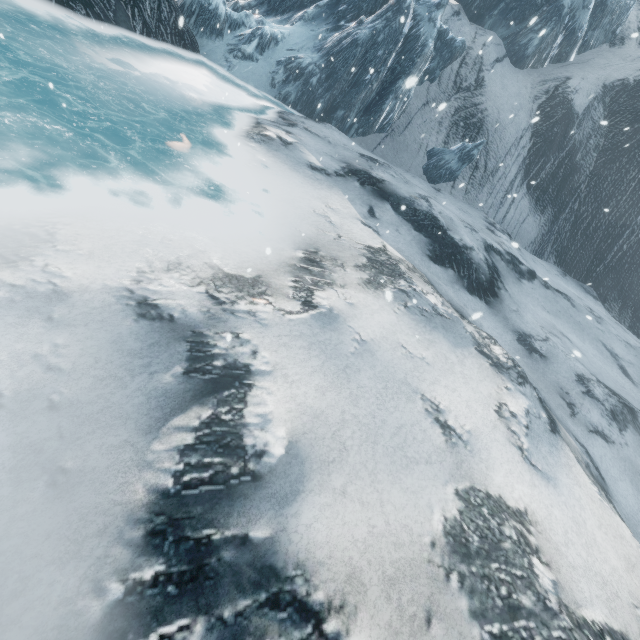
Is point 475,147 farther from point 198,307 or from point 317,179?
point 198,307
